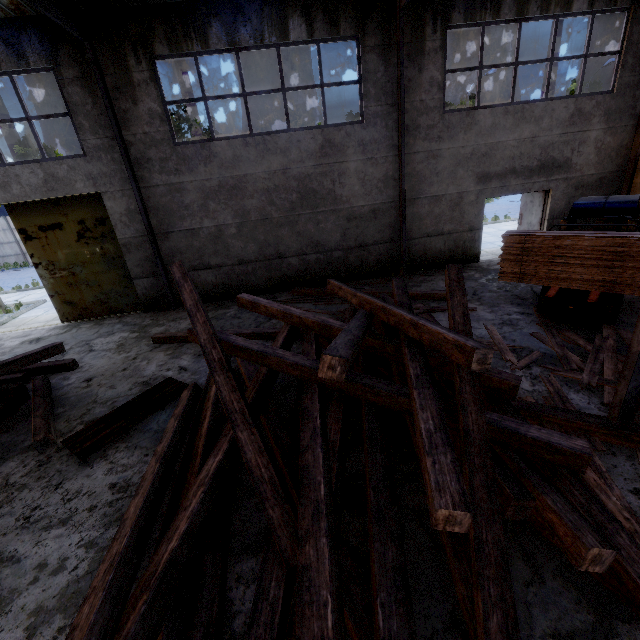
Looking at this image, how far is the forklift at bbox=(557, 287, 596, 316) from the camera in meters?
6.6

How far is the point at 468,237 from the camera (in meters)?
11.28

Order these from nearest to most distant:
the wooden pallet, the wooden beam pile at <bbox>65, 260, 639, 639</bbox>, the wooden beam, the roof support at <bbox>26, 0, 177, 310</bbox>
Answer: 1. the wooden beam pile at <bbox>65, 260, 639, 639</bbox>
2. the wooden pallet
3. the roof support at <bbox>26, 0, 177, 310</bbox>
4. the wooden beam

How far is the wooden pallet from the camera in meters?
5.1 m

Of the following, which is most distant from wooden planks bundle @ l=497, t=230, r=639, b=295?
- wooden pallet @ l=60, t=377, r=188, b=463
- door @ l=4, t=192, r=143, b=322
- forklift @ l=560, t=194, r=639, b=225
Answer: door @ l=4, t=192, r=143, b=322

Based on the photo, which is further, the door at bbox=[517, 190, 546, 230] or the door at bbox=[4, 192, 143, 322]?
the door at bbox=[517, 190, 546, 230]

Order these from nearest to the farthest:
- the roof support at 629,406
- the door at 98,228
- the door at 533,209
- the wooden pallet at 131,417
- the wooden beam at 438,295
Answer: the roof support at 629,406 < the wooden pallet at 131,417 < the wooden beam at 438,295 < the door at 98,228 < the door at 533,209

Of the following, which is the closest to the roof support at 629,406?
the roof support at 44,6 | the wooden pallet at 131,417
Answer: the wooden pallet at 131,417
